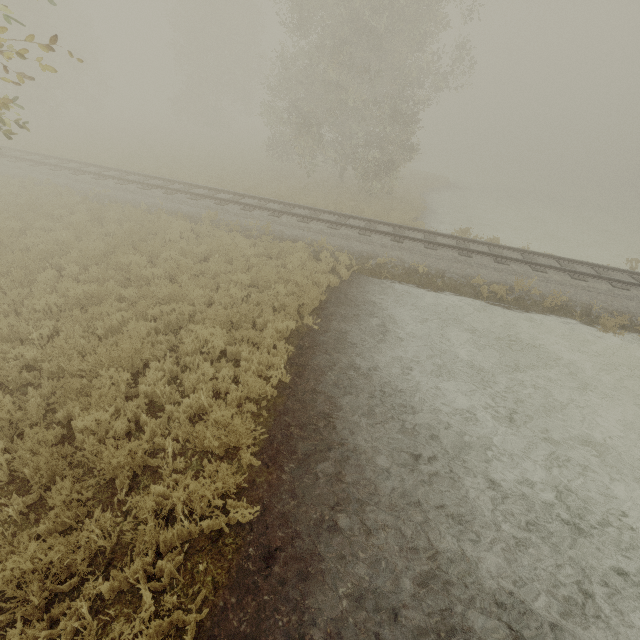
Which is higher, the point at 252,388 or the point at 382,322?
the point at 252,388
